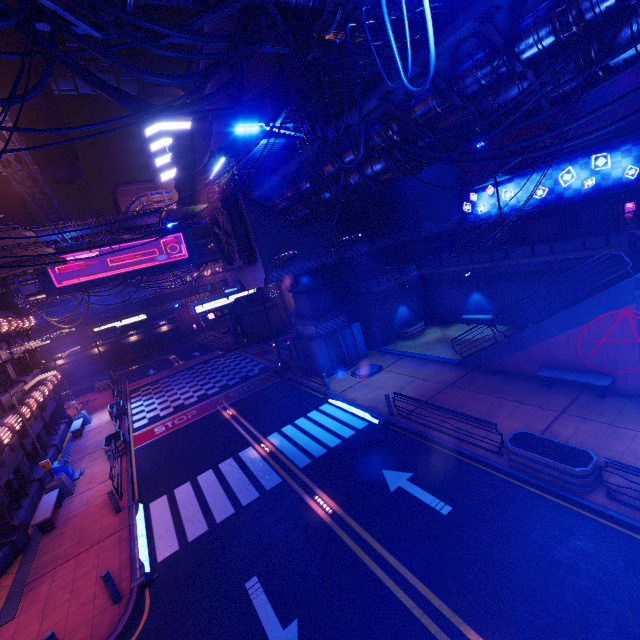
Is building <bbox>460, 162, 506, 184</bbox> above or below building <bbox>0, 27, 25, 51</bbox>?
below

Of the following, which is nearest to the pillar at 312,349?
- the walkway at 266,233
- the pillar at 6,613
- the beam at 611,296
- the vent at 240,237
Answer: the walkway at 266,233

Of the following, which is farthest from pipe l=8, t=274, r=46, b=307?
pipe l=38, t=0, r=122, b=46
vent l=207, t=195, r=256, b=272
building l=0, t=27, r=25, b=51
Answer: building l=0, t=27, r=25, b=51

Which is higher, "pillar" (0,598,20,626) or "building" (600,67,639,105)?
"building" (600,67,639,105)

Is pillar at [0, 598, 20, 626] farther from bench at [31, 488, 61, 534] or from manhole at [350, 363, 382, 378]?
manhole at [350, 363, 382, 378]

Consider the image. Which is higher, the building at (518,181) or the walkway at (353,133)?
the walkway at (353,133)

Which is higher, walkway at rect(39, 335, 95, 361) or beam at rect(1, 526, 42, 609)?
walkway at rect(39, 335, 95, 361)

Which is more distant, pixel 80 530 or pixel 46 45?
pixel 80 530
